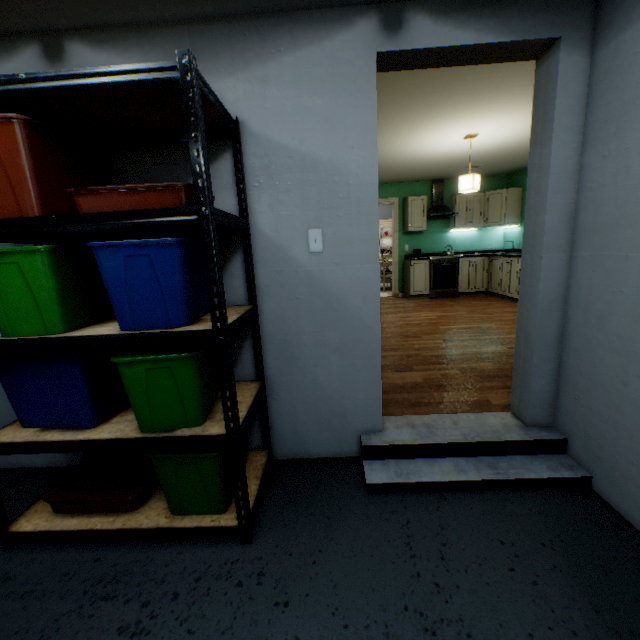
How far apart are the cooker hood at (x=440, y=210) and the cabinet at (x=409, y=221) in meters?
0.3

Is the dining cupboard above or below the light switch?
above

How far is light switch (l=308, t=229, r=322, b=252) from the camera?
1.8m

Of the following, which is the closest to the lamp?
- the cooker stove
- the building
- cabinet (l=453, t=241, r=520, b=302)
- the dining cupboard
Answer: cabinet (l=453, t=241, r=520, b=302)

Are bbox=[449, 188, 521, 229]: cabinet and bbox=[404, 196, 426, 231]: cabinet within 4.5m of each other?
yes

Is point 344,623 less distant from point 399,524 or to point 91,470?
point 399,524

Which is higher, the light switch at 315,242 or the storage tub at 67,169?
the storage tub at 67,169

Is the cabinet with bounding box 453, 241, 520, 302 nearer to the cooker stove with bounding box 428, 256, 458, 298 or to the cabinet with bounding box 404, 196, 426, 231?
the cooker stove with bounding box 428, 256, 458, 298
